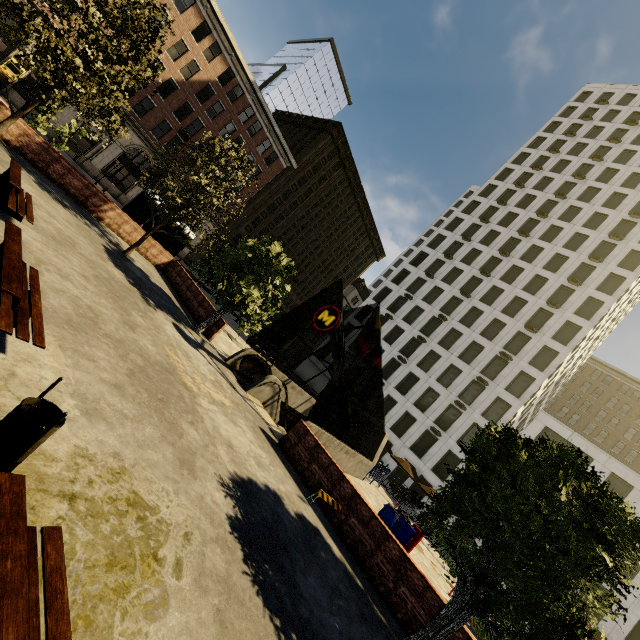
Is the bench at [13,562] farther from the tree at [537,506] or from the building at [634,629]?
the building at [634,629]

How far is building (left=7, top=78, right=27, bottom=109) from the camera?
26.0m

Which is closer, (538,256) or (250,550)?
(250,550)

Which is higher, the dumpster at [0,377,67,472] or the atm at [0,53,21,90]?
the atm at [0,53,21,90]

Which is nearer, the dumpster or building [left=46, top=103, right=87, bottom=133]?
the dumpster

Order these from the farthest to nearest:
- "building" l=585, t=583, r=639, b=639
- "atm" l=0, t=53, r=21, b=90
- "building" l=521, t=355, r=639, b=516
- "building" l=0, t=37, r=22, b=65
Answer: "building" l=521, t=355, r=639, b=516
"building" l=0, t=37, r=22, b=65
"atm" l=0, t=53, r=21, b=90
"building" l=585, t=583, r=639, b=639

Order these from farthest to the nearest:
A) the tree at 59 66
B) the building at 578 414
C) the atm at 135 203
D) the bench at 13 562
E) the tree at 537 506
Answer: the building at 578 414 < the atm at 135 203 < the tree at 59 66 < the tree at 537 506 < the bench at 13 562

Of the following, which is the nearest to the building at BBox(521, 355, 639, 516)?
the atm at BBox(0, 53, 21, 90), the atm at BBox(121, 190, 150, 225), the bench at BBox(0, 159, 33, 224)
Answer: the atm at BBox(0, 53, 21, 90)
